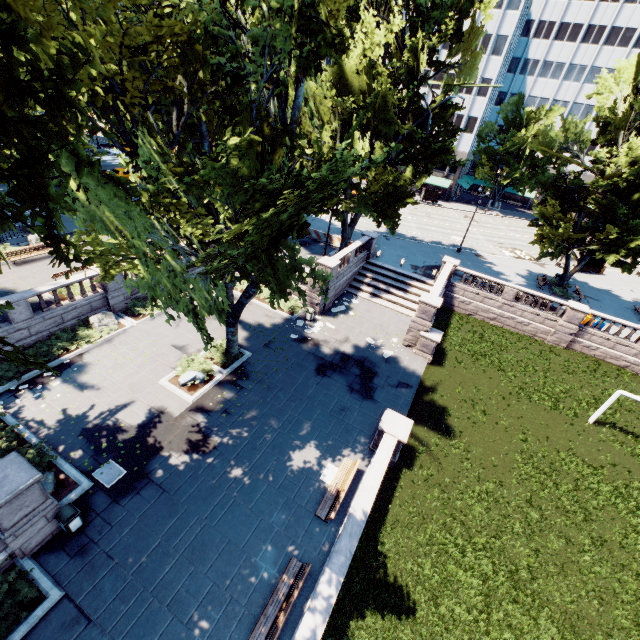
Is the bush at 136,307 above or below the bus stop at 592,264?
below

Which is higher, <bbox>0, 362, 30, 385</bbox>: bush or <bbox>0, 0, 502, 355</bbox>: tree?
<bbox>0, 0, 502, 355</bbox>: tree

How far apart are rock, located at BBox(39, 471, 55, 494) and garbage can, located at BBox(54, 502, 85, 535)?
1.34m

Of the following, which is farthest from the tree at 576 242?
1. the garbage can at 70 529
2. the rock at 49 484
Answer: the garbage can at 70 529

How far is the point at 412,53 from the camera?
22.2m

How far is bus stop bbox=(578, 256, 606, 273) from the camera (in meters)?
39.13

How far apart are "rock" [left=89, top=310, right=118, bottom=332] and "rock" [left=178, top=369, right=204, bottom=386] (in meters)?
6.15

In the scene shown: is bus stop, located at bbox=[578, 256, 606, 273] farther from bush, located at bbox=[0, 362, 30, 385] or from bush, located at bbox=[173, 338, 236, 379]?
bush, located at bbox=[0, 362, 30, 385]
